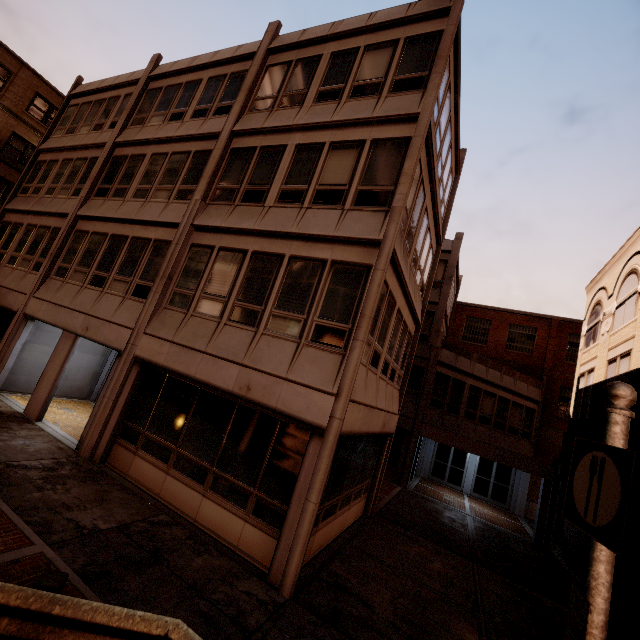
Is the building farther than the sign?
Yes

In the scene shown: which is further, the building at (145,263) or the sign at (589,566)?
the building at (145,263)

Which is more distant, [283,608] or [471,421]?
[471,421]
